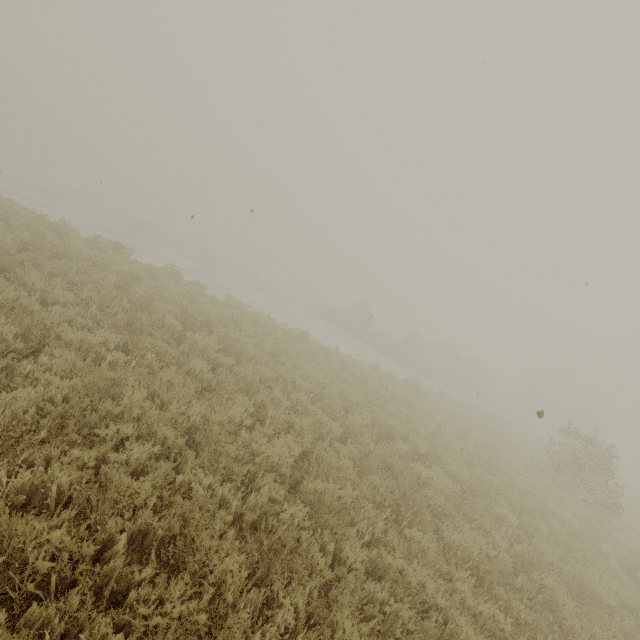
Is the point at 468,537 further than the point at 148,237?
No
